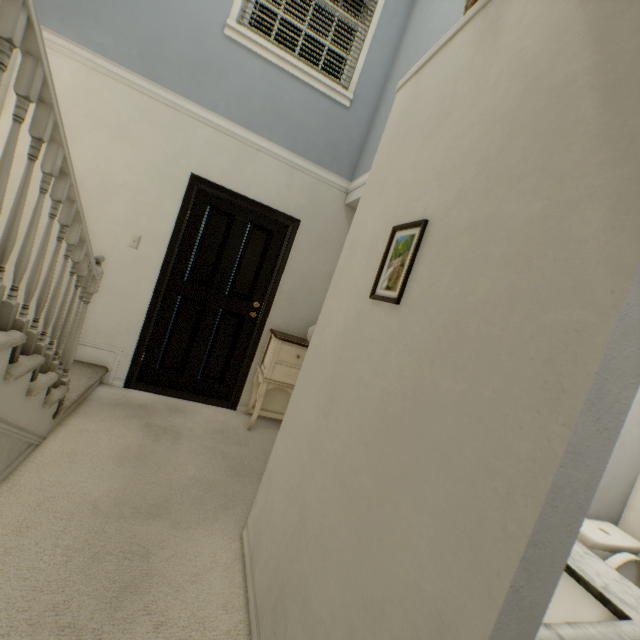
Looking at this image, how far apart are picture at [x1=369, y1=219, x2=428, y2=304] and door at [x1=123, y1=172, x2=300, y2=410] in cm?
225

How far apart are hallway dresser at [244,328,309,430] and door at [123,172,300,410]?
0.08m

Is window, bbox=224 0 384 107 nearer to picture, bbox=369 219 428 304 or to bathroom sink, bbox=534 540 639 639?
picture, bbox=369 219 428 304

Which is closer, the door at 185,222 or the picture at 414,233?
the picture at 414,233

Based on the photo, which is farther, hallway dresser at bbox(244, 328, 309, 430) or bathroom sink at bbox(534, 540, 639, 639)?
hallway dresser at bbox(244, 328, 309, 430)

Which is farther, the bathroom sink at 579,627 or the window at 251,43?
the window at 251,43

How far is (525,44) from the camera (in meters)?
0.90

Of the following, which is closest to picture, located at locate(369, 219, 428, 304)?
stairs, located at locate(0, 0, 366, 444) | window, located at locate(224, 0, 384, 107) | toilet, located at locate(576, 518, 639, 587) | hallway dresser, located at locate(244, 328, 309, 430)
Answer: stairs, located at locate(0, 0, 366, 444)
